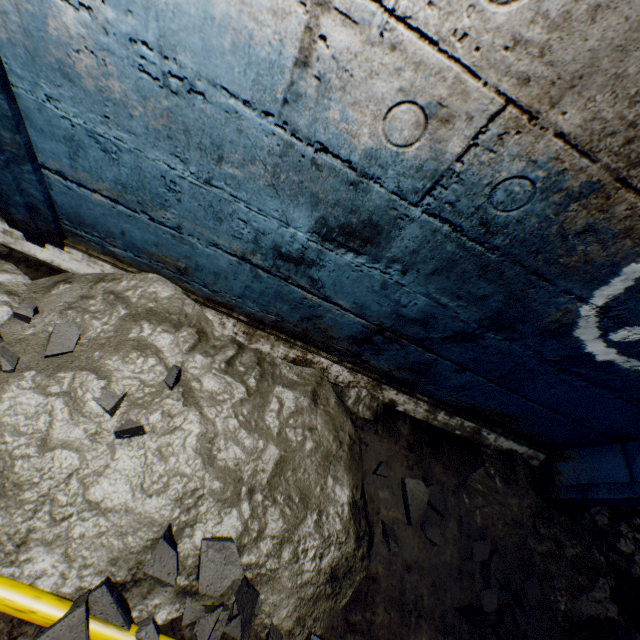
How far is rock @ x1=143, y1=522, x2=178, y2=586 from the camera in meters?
1.2 m

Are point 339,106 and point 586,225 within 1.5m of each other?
yes

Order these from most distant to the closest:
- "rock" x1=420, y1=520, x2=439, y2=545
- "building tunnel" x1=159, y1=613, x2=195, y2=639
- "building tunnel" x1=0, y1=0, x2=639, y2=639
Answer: "rock" x1=420, y1=520, x2=439, y2=545 → "building tunnel" x1=159, y1=613, x2=195, y2=639 → "building tunnel" x1=0, y1=0, x2=639, y2=639

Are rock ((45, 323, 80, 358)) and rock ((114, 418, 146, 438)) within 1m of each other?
yes

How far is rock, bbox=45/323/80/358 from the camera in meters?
1.4 m

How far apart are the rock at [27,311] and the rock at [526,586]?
2.4m

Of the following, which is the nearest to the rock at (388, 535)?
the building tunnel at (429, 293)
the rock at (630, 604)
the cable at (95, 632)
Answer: the building tunnel at (429, 293)

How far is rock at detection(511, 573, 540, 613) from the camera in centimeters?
184cm
